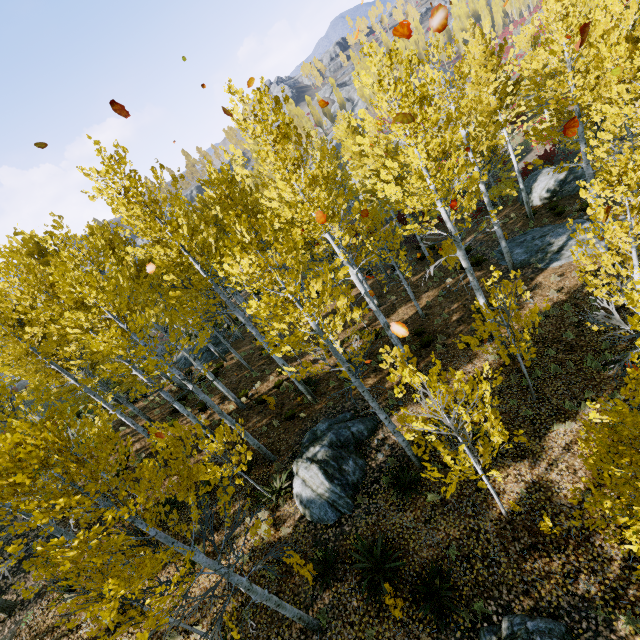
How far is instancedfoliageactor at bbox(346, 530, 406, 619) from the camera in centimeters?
681cm

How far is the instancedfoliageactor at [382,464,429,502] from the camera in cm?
841

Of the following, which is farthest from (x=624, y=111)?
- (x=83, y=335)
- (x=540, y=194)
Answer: (x=540, y=194)

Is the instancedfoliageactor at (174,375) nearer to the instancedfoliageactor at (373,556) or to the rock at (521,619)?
the instancedfoliageactor at (373,556)

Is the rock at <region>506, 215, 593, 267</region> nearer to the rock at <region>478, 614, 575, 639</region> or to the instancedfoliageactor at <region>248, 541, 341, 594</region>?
the rock at <region>478, 614, 575, 639</region>

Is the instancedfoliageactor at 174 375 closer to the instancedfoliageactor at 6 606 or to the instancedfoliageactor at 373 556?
the instancedfoliageactor at 373 556

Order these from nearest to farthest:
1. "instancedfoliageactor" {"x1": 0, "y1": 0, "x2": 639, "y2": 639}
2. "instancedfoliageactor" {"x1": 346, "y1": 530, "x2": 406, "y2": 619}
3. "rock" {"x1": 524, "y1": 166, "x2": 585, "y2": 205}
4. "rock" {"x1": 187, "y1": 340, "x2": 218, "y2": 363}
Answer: "instancedfoliageactor" {"x1": 0, "y1": 0, "x2": 639, "y2": 639} < "instancedfoliageactor" {"x1": 346, "y1": 530, "x2": 406, "y2": 619} < "rock" {"x1": 524, "y1": 166, "x2": 585, "y2": 205} < "rock" {"x1": 187, "y1": 340, "x2": 218, "y2": 363}

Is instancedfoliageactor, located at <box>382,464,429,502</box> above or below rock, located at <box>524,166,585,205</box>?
above
